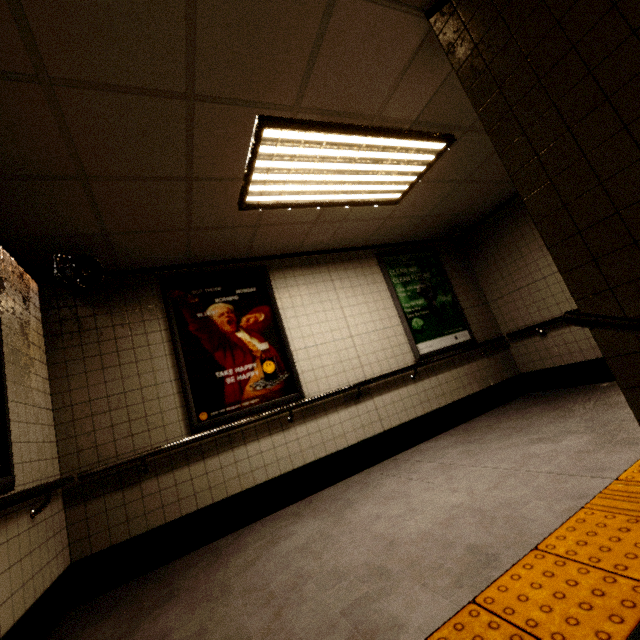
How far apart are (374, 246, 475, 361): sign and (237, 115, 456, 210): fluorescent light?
1.21m

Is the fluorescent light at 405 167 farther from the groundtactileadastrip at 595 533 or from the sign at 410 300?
the groundtactileadastrip at 595 533

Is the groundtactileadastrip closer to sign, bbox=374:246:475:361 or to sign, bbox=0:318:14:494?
sign, bbox=0:318:14:494

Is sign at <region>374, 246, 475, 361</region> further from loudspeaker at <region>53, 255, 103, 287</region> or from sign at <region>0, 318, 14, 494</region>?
sign at <region>0, 318, 14, 494</region>

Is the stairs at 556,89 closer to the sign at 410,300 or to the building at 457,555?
the building at 457,555

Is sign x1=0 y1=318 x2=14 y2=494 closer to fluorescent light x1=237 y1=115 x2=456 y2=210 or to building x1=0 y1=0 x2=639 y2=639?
building x1=0 y1=0 x2=639 y2=639

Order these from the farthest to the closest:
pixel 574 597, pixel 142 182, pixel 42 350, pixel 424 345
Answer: pixel 424 345
pixel 42 350
pixel 142 182
pixel 574 597

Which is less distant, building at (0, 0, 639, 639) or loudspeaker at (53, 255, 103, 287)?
building at (0, 0, 639, 639)
